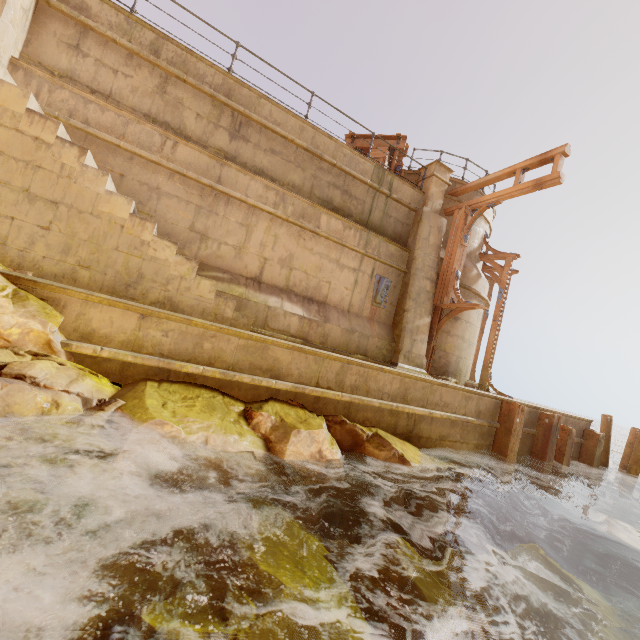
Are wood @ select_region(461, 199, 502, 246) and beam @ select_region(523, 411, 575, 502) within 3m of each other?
no

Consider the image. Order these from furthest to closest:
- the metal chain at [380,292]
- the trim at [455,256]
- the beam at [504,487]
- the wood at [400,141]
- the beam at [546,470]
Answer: the wood at [400,141] → the trim at [455,256] → the metal chain at [380,292] → the beam at [546,470] → the beam at [504,487]

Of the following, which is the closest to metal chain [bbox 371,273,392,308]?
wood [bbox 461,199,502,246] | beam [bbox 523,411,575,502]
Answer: wood [bbox 461,199,502,246]

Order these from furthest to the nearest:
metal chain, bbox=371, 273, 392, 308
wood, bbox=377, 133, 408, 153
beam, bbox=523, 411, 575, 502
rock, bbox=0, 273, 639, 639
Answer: wood, bbox=377, 133, 408, 153 < metal chain, bbox=371, 273, 392, 308 < beam, bbox=523, 411, 575, 502 < rock, bbox=0, 273, 639, 639

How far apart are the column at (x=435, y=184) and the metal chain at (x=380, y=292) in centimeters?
274cm

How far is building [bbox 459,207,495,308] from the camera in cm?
1098

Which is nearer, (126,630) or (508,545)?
(126,630)

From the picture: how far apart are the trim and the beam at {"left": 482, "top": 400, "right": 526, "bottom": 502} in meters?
3.3 m
